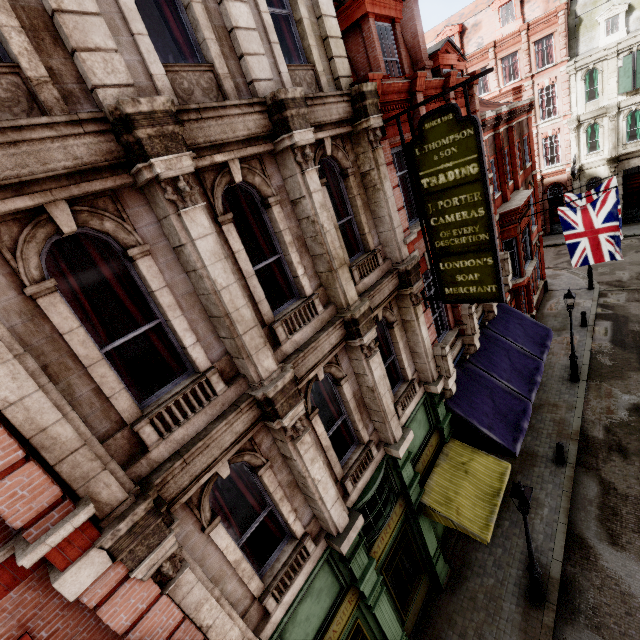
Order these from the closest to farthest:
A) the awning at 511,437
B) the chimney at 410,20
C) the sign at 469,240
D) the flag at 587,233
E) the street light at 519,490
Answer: the sign at 469,240, the street light at 519,490, the awning at 511,437, the chimney at 410,20, the flag at 587,233

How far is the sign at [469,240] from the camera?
6.54m

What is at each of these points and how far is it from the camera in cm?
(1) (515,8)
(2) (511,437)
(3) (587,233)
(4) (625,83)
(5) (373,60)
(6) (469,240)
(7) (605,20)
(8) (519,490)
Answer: (1) roof window, 2730
(2) awning, 1031
(3) flag, 1368
(4) sign, 2466
(5) roof window, 931
(6) sign, 749
(7) roof window, 2467
(8) street light, 762

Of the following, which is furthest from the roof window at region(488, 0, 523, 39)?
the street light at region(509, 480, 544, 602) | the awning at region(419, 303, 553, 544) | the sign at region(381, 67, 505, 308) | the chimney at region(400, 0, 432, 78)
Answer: the street light at region(509, 480, 544, 602)

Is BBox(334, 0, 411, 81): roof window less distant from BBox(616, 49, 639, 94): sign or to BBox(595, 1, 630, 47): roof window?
BBox(616, 49, 639, 94): sign

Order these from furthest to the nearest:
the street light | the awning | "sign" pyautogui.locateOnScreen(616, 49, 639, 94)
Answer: "sign" pyautogui.locateOnScreen(616, 49, 639, 94), the awning, the street light

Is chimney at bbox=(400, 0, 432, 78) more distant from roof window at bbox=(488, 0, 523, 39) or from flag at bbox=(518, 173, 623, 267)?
roof window at bbox=(488, 0, 523, 39)

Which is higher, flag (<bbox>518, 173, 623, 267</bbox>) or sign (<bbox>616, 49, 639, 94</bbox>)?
sign (<bbox>616, 49, 639, 94</bbox>)
